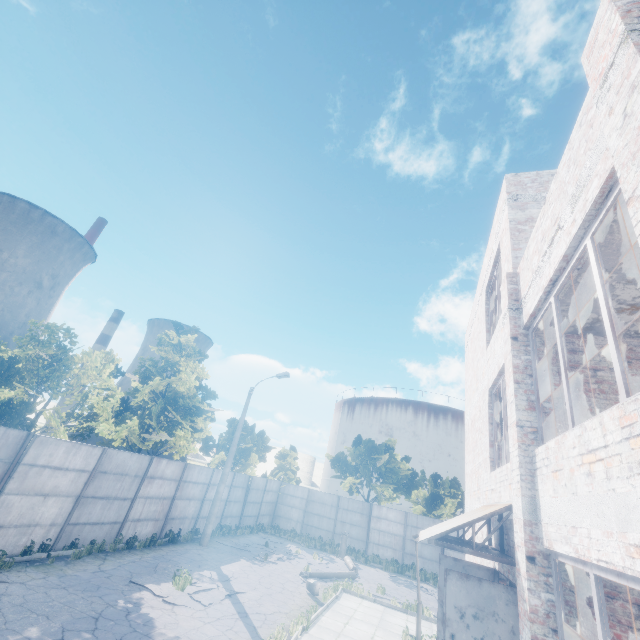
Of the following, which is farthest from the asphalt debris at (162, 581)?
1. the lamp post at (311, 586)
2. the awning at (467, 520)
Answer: the awning at (467, 520)

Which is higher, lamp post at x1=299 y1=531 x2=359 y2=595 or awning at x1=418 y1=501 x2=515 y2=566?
awning at x1=418 y1=501 x2=515 y2=566

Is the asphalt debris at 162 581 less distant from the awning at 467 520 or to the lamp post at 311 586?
the lamp post at 311 586

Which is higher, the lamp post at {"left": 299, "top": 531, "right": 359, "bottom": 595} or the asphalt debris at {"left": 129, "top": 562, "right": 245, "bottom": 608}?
the lamp post at {"left": 299, "top": 531, "right": 359, "bottom": 595}

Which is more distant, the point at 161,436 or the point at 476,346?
the point at 161,436

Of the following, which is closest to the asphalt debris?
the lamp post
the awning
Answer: the lamp post
